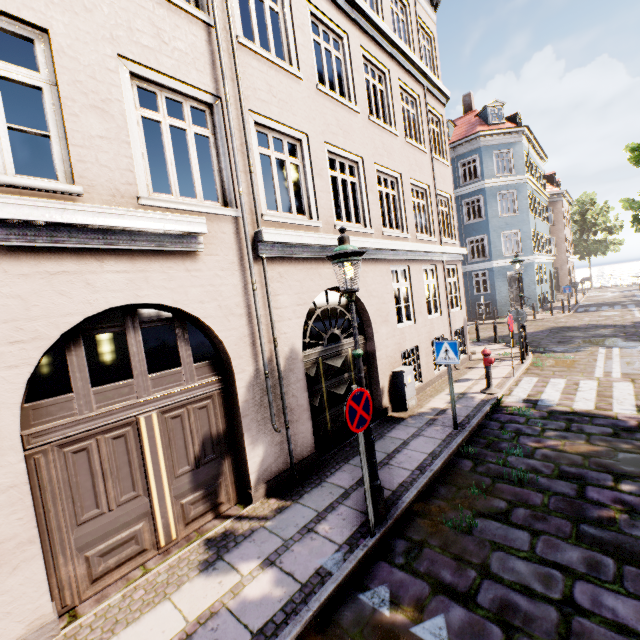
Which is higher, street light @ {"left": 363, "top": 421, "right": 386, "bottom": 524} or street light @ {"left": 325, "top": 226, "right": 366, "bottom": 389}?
street light @ {"left": 325, "top": 226, "right": 366, "bottom": 389}

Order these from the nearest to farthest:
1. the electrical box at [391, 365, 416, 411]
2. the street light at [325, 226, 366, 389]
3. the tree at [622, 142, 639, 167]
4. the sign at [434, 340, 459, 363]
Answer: the street light at [325, 226, 366, 389] < the sign at [434, 340, 459, 363] < the electrical box at [391, 365, 416, 411] < the tree at [622, 142, 639, 167]

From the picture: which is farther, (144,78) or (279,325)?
(279,325)

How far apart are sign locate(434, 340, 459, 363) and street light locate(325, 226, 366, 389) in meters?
3.1 m

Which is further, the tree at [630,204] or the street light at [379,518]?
the tree at [630,204]

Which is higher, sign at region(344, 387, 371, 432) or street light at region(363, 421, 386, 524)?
sign at region(344, 387, 371, 432)

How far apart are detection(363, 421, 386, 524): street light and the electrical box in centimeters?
401cm

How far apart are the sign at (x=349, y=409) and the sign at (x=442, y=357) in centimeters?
325cm
